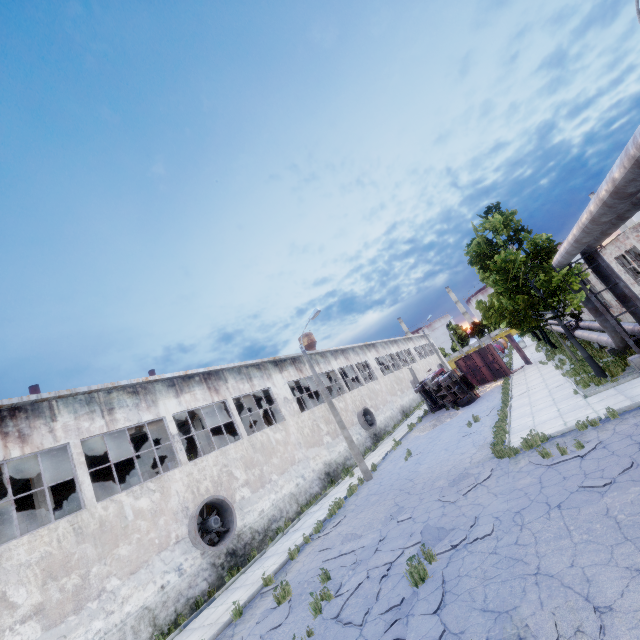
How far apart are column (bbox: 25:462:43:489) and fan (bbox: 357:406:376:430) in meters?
21.2 m

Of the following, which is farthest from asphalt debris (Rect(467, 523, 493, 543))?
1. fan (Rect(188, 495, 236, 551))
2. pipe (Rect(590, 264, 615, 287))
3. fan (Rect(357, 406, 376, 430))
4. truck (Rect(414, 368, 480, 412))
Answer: fan (Rect(357, 406, 376, 430))

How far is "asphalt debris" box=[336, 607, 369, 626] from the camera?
6.8m

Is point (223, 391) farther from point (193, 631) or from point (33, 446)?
point (193, 631)

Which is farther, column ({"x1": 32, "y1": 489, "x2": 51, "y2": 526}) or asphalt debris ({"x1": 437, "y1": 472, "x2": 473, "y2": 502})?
column ({"x1": 32, "y1": 489, "x2": 51, "y2": 526})

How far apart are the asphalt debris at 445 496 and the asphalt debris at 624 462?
3.19m

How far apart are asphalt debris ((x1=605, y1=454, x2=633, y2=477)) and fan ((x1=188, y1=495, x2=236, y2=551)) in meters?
13.7

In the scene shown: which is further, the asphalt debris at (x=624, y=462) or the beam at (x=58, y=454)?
the beam at (x=58, y=454)
